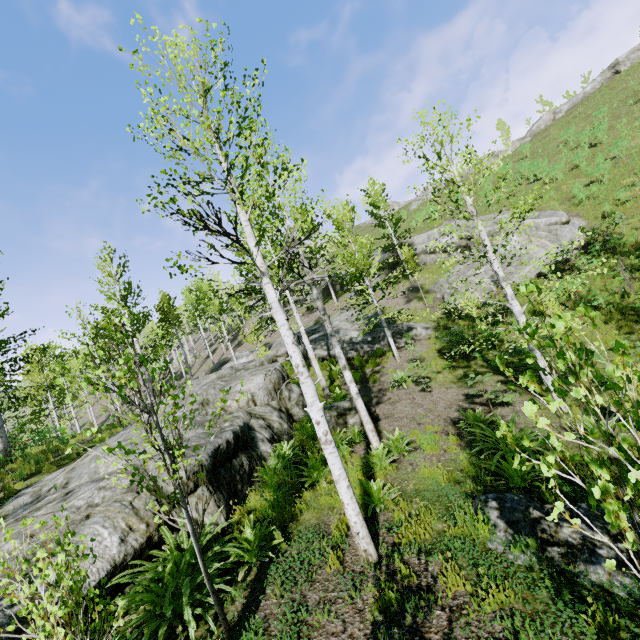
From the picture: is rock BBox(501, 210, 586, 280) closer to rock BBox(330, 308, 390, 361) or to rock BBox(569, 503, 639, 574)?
rock BBox(330, 308, 390, 361)

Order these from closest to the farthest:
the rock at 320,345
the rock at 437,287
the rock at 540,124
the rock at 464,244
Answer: the rock at 320,345 → the rock at 437,287 → the rock at 464,244 → the rock at 540,124

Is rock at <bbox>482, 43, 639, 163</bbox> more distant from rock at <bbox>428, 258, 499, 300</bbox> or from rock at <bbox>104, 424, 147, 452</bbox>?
rock at <bbox>104, 424, 147, 452</bbox>

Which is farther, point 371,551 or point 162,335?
point 162,335

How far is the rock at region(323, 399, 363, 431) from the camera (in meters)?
10.34

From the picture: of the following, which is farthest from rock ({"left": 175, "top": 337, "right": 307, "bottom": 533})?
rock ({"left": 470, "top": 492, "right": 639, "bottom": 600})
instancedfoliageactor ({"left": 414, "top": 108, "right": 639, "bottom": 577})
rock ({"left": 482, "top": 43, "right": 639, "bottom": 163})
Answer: rock ({"left": 482, "top": 43, "right": 639, "bottom": 163})

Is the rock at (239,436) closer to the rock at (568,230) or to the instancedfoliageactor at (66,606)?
the instancedfoliageactor at (66,606)
